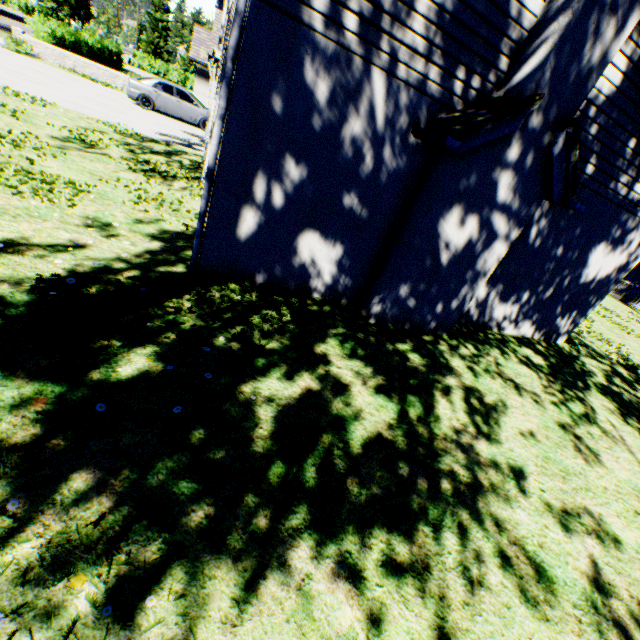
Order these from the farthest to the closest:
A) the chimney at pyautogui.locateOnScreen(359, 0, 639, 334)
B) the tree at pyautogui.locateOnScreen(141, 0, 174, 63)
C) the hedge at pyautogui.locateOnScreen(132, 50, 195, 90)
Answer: the tree at pyautogui.locateOnScreen(141, 0, 174, 63) → the hedge at pyautogui.locateOnScreen(132, 50, 195, 90) → the chimney at pyautogui.locateOnScreen(359, 0, 639, 334)

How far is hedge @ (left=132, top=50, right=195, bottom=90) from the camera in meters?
42.2

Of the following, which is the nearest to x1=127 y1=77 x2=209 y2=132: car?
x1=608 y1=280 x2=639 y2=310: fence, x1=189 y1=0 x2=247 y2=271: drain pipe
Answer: x1=189 y1=0 x2=247 y2=271: drain pipe

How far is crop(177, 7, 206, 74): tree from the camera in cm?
5383

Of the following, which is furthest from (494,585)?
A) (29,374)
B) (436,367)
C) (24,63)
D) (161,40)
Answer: (161,40)

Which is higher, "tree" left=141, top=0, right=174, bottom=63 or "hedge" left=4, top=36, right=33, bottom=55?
"tree" left=141, top=0, right=174, bottom=63

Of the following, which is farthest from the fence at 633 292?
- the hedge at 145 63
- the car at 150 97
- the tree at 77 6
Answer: the hedge at 145 63

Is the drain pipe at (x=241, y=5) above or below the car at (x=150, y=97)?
above
